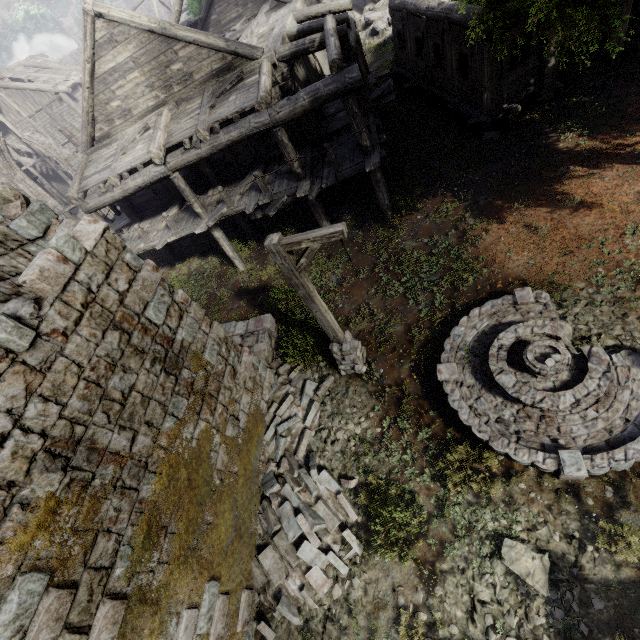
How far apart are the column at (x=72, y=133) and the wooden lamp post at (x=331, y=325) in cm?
2330

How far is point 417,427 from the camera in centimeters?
764cm

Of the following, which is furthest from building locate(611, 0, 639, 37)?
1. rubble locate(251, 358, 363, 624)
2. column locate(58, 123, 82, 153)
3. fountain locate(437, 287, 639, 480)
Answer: fountain locate(437, 287, 639, 480)

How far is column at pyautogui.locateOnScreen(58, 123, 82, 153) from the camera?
21.2 meters

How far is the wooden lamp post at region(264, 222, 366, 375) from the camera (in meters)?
5.66

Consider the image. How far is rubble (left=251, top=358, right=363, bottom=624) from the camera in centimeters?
686cm

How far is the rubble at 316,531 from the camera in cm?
686

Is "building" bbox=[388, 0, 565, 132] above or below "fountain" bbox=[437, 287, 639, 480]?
above
